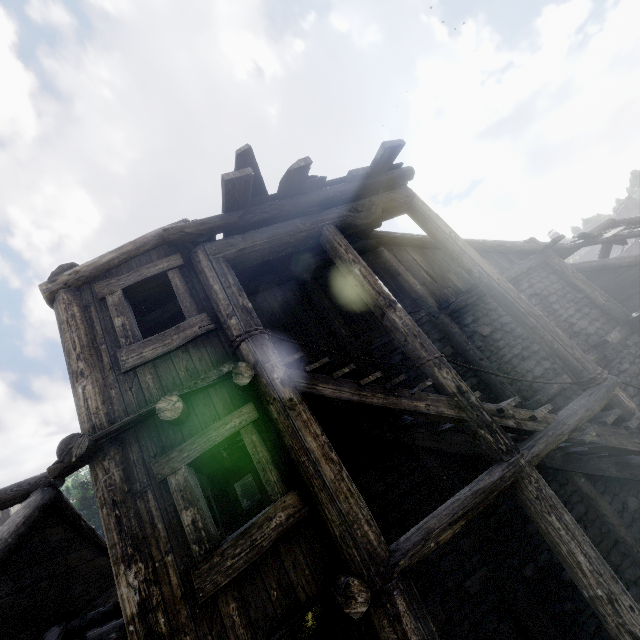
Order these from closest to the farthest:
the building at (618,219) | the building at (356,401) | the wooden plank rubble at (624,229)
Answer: the building at (356,401), the wooden plank rubble at (624,229), the building at (618,219)

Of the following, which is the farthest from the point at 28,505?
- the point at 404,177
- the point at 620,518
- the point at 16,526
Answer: the point at 620,518

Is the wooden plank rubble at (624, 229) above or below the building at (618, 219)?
below

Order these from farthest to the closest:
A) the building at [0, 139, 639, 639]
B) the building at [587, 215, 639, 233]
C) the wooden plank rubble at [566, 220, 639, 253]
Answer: the building at [587, 215, 639, 233]
the wooden plank rubble at [566, 220, 639, 253]
the building at [0, 139, 639, 639]

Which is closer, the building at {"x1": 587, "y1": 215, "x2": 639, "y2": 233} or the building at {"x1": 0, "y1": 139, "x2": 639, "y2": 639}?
the building at {"x1": 0, "y1": 139, "x2": 639, "y2": 639}

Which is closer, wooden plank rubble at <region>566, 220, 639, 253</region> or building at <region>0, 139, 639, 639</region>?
building at <region>0, 139, 639, 639</region>

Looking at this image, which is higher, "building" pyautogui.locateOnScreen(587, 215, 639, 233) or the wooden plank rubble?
"building" pyautogui.locateOnScreen(587, 215, 639, 233)
